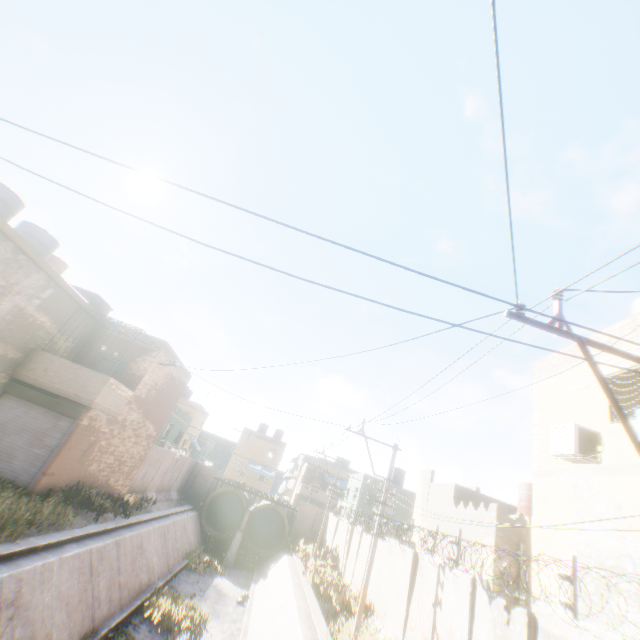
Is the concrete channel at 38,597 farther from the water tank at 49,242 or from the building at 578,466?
the water tank at 49,242

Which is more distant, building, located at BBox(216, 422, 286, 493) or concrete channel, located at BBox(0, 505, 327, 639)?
building, located at BBox(216, 422, 286, 493)

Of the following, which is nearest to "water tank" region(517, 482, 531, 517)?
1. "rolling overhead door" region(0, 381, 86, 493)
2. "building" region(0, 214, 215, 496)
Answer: "building" region(0, 214, 215, 496)

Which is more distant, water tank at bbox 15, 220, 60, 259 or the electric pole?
water tank at bbox 15, 220, 60, 259

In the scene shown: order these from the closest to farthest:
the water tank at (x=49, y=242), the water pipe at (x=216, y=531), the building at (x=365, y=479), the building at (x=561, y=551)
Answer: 1. the building at (x=561, y=551)
2. the water tank at (x=49, y=242)
3. the water pipe at (x=216, y=531)
4. the building at (x=365, y=479)

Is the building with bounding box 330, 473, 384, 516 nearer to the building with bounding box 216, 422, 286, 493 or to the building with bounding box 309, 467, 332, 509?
the building with bounding box 216, 422, 286, 493

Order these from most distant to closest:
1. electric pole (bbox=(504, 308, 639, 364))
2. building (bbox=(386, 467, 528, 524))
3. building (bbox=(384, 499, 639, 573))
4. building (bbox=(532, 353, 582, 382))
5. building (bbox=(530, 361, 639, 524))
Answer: building (bbox=(386, 467, 528, 524)), building (bbox=(532, 353, 582, 382)), building (bbox=(530, 361, 639, 524)), building (bbox=(384, 499, 639, 573)), electric pole (bbox=(504, 308, 639, 364))

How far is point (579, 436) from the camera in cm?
829
